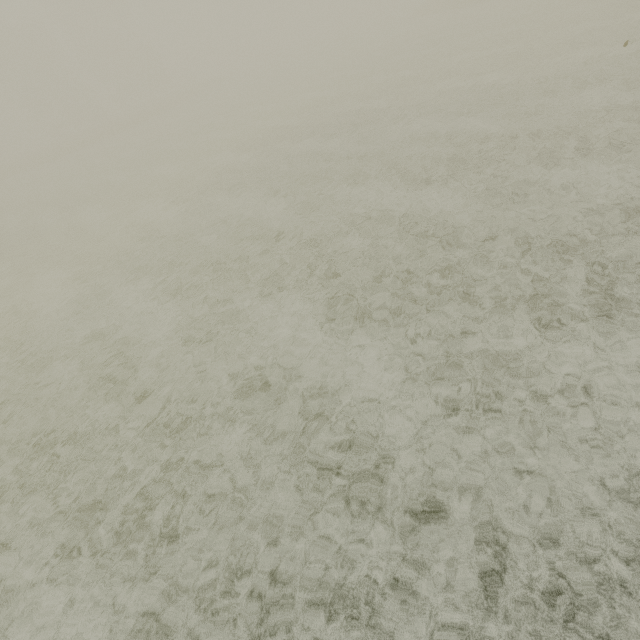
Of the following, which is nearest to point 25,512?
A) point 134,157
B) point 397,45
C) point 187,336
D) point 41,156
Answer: point 187,336
